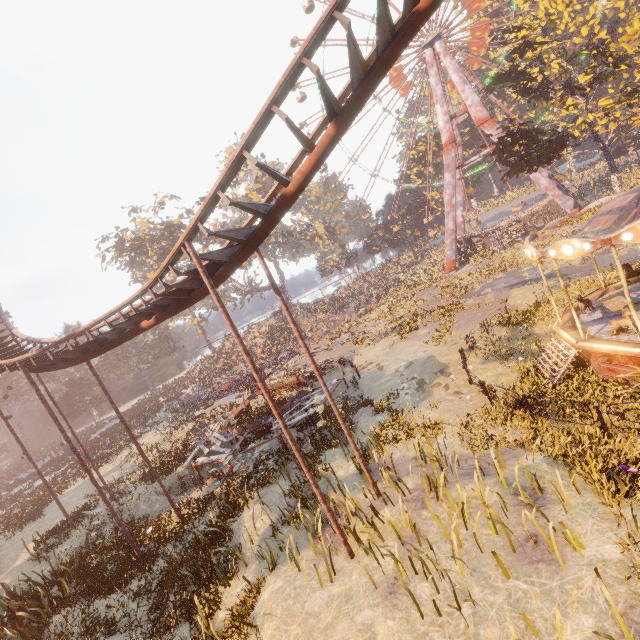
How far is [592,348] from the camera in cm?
1080

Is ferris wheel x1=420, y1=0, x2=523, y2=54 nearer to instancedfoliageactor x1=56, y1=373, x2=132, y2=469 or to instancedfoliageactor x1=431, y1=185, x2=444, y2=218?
instancedfoliageactor x1=431, y1=185, x2=444, y2=218

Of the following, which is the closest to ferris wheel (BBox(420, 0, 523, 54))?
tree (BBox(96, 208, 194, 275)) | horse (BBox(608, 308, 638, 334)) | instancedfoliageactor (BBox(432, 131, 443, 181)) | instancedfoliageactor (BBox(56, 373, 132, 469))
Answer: instancedfoliageactor (BBox(432, 131, 443, 181))

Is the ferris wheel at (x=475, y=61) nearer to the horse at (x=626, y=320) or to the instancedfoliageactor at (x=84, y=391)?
the horse at (x=626, y=320)

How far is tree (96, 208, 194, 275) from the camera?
39.0 meters

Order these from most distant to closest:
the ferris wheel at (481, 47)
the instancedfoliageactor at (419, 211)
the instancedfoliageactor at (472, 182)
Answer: the instancedfoliageactor at (419, 211) → the instancedfoliageactor at (472, 182) → the ferris wheel at (481, 47)

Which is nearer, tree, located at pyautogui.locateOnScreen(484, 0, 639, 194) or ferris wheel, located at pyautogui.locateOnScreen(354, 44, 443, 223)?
tree, located at pyautogui.locateOnScreen(484, 0, 639, 194)

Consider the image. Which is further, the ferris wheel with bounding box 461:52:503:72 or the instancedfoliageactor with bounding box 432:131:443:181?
the instancedfoliageactor with bounding box 432:131:443:181
